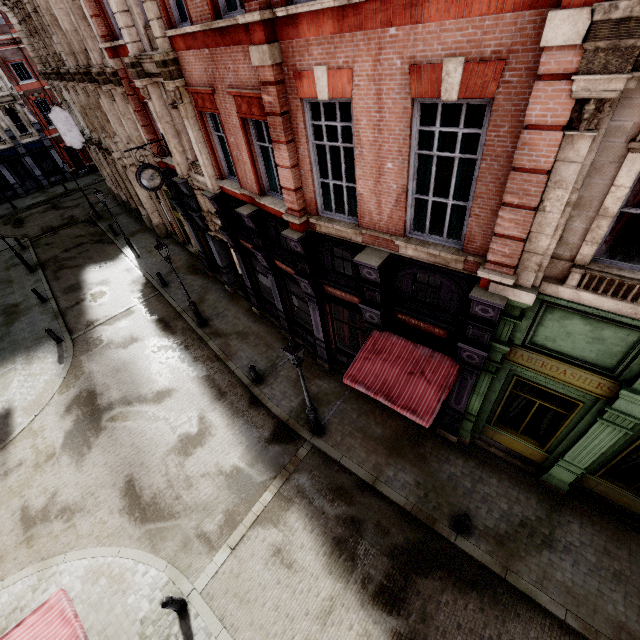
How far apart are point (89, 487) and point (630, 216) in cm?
1599

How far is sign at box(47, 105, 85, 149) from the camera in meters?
20.7 m

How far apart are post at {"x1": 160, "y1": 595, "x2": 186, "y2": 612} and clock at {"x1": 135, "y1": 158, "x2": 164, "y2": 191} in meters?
13.3

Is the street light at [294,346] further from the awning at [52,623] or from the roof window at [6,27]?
the roof window at [6,27]

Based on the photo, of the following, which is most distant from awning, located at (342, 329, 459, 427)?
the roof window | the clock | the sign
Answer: the roof window

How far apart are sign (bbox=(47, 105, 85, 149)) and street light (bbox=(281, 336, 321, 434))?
24.48m

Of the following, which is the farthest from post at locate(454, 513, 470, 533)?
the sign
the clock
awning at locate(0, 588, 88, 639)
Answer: the sign

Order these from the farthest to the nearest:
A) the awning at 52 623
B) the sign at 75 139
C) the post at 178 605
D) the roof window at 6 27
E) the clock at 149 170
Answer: the roof window at 6 27 → the sign at 75 139 → the clock at 149 170 → the post at 178 605 → the awning at 52 623
